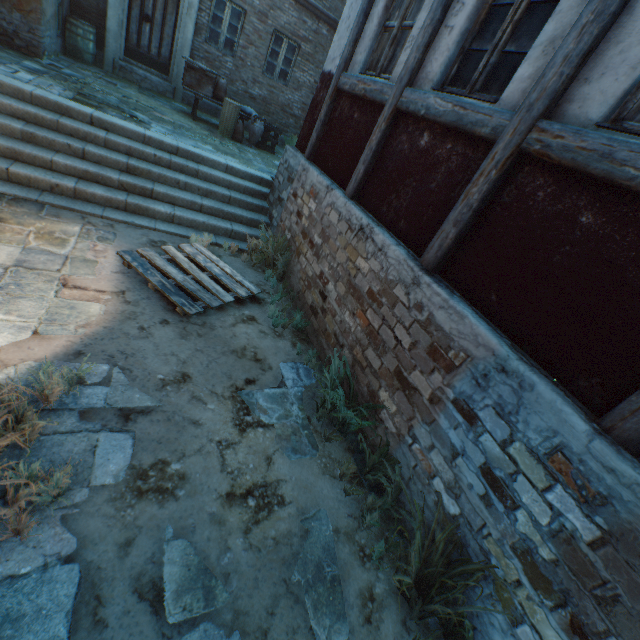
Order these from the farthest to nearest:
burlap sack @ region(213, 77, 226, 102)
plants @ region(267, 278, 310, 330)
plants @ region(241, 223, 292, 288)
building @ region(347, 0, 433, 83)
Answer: burlap sack @ region(213, 77, 226, 102) → plants @ region(241, 223, 292, 288) → plants @ region(267, 278, 310, 330) → building @ region(347, 0, 433, 83)

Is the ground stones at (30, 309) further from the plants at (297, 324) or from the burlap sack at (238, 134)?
the burlap sack at (238, 134)

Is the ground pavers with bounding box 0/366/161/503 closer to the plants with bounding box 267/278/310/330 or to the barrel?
the plants with bounding box 267/278/310/330

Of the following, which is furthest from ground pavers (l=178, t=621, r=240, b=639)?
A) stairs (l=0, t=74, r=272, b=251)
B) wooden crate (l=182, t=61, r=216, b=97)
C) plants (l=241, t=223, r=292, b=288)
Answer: wooden crate (l=182, t=61, r=216, b=97)

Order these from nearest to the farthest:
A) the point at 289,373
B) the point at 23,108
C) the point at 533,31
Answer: the point at 533,31
the point at 289,373
the point at 23,108

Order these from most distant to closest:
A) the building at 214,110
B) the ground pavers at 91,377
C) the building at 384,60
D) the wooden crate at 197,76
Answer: the building at 214,110 < the wooden crate at 197,76 < the building at 384,60 < the ground pavers at 91,377

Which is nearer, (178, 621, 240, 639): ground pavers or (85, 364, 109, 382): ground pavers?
(178, 621, 240, 639): ground pavers

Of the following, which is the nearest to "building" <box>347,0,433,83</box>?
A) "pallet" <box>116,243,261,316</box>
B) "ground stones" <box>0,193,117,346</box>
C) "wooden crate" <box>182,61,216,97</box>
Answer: "ground stones" <box>0,193,117,346</box>
